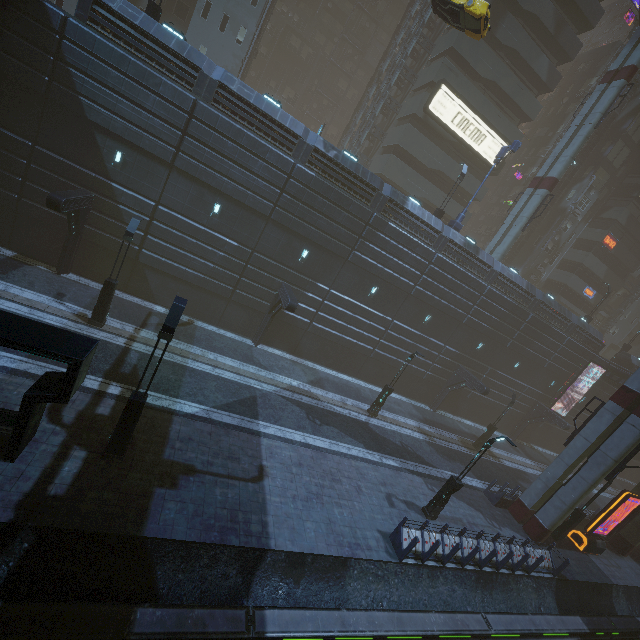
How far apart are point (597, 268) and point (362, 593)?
47.8 meters

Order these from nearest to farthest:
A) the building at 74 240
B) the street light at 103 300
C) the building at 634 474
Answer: the street light at 103 300, the building at 74 240, the building at 634 474

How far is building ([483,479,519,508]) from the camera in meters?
20.0 m

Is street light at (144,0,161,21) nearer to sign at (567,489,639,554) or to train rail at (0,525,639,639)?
train rail at (0,525,639,639)

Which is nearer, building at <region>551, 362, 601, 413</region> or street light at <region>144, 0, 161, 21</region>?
street light at <region>144, 0, 161, 21</region>

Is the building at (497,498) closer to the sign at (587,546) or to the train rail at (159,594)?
the train rail at (159,594)

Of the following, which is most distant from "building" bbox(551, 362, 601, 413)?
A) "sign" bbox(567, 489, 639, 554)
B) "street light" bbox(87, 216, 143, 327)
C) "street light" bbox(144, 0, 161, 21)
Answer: "street light" bbox(87, 216, 143, 327)

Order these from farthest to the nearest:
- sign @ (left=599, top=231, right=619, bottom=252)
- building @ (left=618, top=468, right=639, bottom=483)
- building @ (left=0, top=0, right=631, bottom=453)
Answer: building @ (left=618, top=468, right=639, bottom=483) < sign @ (left=599, top=231, right=619, bottom=252) < building @ (left=0, top=0, right=631, bottom=453)
